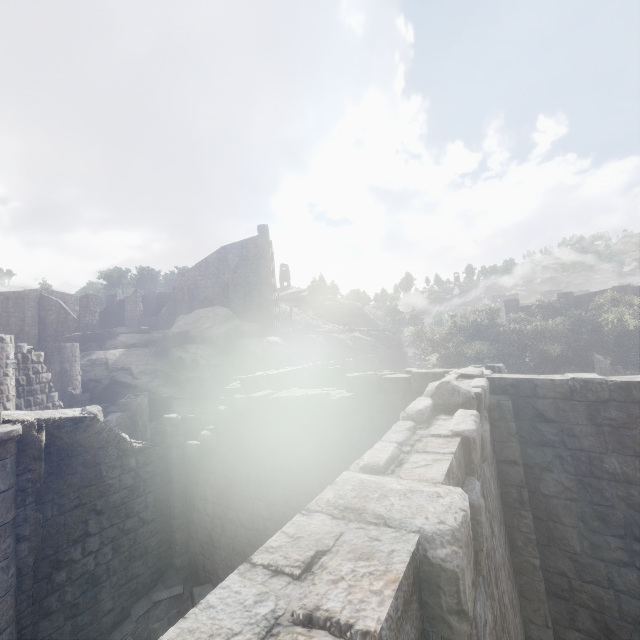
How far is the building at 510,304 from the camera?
34.91m

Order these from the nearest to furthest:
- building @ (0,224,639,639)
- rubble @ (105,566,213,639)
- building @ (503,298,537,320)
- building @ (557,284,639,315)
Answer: building @ (0,224,639,639) → rubble @ (105,566,213,639) → building @ (557,284,639,315) → building @ (503,298,537,320)

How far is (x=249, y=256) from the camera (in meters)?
36.94

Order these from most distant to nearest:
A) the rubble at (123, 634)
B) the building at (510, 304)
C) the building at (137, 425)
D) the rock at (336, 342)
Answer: the building at (510, 304)
the rock at (336, 342)
the rubble at (123, 634)
the building at (137, 425)

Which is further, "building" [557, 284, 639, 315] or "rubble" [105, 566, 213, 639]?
"building" [557, 284, 639, 315]

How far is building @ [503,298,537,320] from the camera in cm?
3491

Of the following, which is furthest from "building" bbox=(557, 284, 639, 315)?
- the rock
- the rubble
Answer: the rock

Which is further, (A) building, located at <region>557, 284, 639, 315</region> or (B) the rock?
(A) building, located at <region>557, 284, 639, 315</region>
